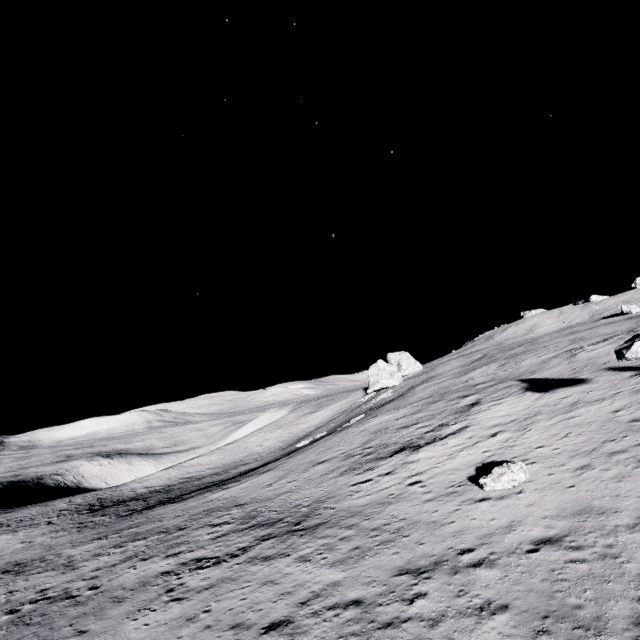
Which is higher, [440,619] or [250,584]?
[440,619]

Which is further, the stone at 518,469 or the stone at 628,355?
the stone at 628,355

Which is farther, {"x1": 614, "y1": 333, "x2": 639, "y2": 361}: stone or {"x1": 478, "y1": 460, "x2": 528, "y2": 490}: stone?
{"x1": 614, "y1": 333, "x2": 639, "y2": 361}: stone

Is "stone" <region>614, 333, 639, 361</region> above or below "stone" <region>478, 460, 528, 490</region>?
above

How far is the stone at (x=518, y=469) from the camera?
12.7m

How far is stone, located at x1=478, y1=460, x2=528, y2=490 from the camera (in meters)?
12.68
